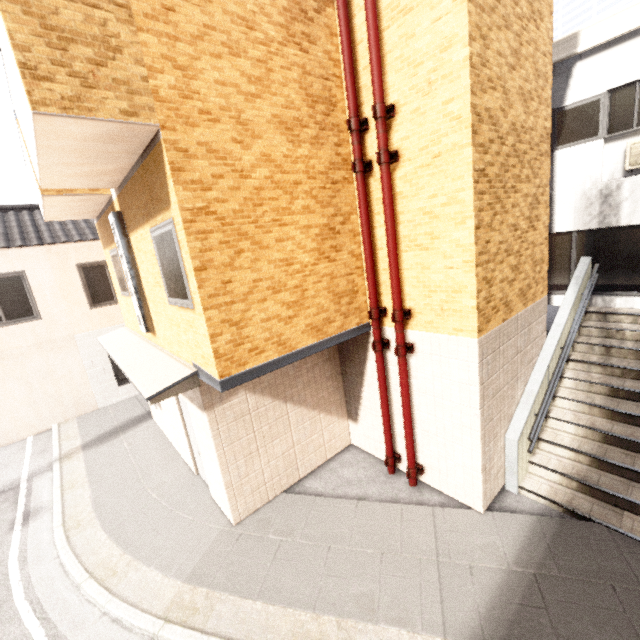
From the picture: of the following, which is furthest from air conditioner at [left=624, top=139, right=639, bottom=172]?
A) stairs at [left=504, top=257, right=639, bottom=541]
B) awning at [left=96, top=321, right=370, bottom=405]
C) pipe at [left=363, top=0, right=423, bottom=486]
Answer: awning at [left=96, top=321, right=370, bottom=405]

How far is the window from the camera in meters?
4.1

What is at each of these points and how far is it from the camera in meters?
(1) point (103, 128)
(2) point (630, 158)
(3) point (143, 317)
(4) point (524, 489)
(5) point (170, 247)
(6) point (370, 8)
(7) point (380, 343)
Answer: (1) balcony, 3.3 m
(2) air conditioner, 7.0 m
(3) sign, 6.3 m
(4) stairs, 5.5 m
(5) window, 4.3 m
(6) pipe, 4.2 m
(7) pipe, 5.7 m

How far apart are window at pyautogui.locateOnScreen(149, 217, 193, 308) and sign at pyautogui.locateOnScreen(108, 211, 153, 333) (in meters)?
1.48

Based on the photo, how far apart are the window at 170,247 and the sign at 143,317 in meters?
1.5 m

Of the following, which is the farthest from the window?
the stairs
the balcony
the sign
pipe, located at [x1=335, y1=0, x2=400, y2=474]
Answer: the stairs

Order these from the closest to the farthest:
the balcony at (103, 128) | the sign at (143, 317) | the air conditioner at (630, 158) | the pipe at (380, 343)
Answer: the balcony at (103, 128), the pipe at (380, 343), the sign at (143, 317), the air conditioner at (630, 158)

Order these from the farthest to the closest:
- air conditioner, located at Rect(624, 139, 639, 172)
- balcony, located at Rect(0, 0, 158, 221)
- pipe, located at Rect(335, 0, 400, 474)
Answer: air conditioner, located at Rect(624, 139, 639, 172) < pipe, located at Rect(335, 0, 400, 474) < balcony, located at Rect(0, 0, 158, 221)
